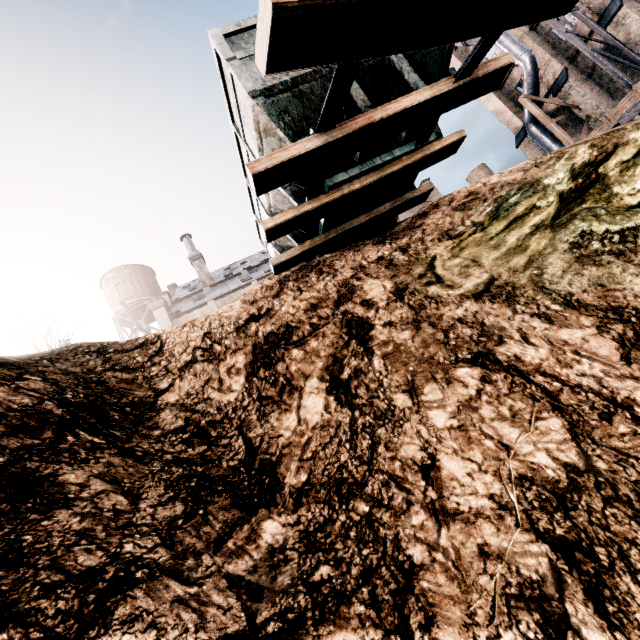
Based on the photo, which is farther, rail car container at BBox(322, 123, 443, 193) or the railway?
rail car container at BBox(322, 123, 443, 193)

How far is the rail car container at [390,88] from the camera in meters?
6.2 m

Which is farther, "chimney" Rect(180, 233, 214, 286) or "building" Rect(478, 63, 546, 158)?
"chimney" Rect(180, 233, 214, 286)

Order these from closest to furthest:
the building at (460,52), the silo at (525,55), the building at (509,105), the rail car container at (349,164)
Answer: the rail car container at (349,164) → the silo at (525,55) → the building at (509,105) → the building at (460,52)

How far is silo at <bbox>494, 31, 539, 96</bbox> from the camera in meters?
25.0 m

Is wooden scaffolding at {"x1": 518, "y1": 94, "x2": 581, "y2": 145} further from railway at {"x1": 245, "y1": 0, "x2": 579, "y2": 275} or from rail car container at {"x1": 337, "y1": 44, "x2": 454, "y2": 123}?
railway at {"x1": 245, "y1": 0, "x2": 579, "y2": 275}

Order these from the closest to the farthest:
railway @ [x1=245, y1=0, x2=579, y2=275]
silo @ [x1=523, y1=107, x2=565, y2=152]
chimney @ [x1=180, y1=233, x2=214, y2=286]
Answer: railway @ [x1=245, y1=0, x2=579, y2=275] → silo @ [x1=523, y1=107, x2=565, y2=152] → chimney @ [x1=180, y1=233, x2=214, y2=286]

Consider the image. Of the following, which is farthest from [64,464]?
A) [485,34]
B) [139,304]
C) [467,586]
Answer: [139,304]
